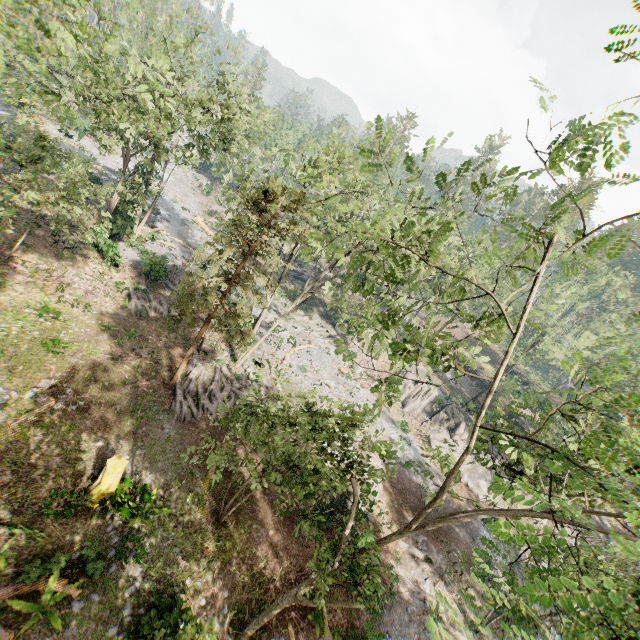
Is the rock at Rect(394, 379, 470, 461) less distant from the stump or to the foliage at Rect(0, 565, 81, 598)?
the foliage at Rect(0, 565, 81, 598)

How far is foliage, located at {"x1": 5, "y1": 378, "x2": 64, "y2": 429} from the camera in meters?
14.2 m

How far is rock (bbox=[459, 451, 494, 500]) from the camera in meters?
33.4

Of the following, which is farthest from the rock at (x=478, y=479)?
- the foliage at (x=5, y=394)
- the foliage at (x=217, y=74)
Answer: Result: the foliage at (x=5, y=394)

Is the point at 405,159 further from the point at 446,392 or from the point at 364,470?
the point at 446,392

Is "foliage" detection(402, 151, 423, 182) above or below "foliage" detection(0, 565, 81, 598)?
above

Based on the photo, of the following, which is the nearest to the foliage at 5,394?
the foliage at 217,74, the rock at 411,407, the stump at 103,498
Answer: the stump at 103,498

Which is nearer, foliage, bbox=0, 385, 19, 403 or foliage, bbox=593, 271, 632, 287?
foliage, bbox=0, 385, 19, 403
